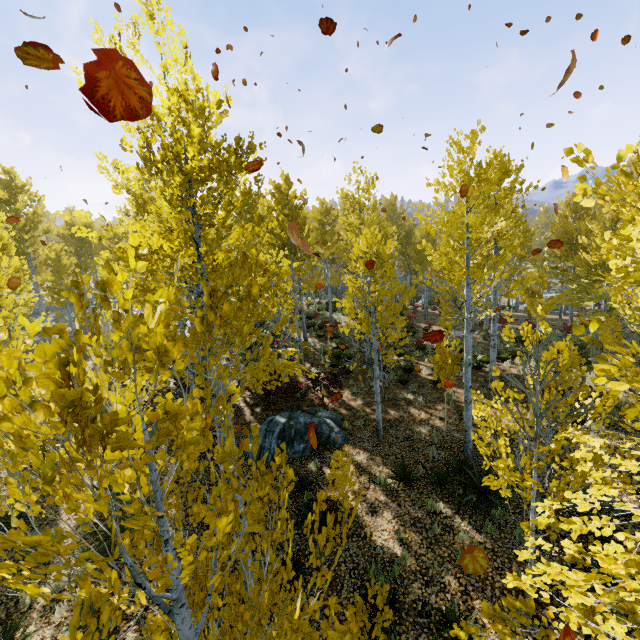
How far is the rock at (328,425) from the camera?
10.6m

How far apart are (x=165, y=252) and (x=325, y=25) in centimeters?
893cm

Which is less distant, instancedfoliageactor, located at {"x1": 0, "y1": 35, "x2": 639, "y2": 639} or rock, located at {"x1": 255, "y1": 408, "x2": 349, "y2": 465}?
instancedfoliageactor, located at {"x1": 0, "y1": 35, "x2": 639, "y2": 639}

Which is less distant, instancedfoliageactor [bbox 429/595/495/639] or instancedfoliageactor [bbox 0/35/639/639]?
instancedfoliageactor [bbox 0/35/639/639]

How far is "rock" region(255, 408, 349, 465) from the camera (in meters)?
10.64

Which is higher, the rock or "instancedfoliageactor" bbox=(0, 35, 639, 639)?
"instancedfoliageactor" bbox=(0, 35, 639, 639)

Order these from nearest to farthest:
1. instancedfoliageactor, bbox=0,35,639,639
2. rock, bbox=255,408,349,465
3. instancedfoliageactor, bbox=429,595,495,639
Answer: instancedfoliageactor, bbox=0,35,639,639 → instancedfoliageactor, bbox=429,595,495,639 → rock, bbox=255,408,349,465

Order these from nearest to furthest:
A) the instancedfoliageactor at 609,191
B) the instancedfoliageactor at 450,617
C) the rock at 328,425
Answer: the instancedfoliageactor at 609,191, the instancedfoliageactor at 450,617, the rock at 328,425
